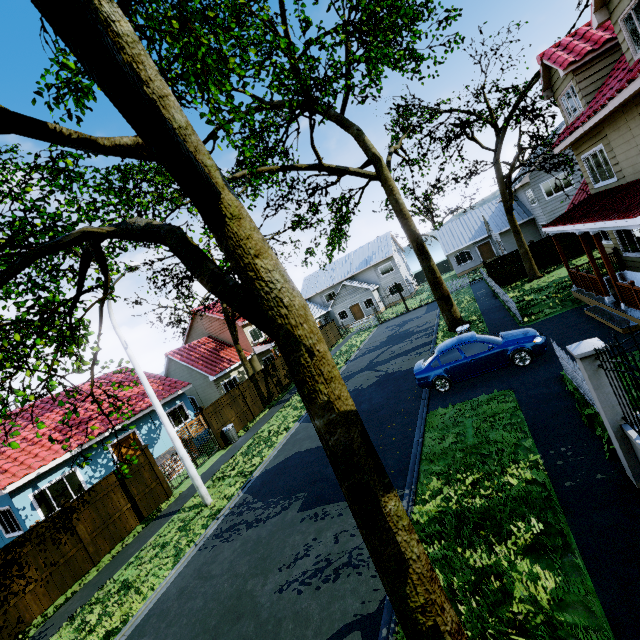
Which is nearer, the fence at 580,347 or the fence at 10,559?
the fence at 580,347

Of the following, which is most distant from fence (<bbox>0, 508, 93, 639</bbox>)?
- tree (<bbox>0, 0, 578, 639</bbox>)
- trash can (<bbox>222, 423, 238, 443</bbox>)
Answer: tree (<bbox>0, 0, 578, 639</bbox>)

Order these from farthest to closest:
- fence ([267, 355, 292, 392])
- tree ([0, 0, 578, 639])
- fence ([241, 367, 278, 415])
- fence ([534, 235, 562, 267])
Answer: fence ([267, 355, 292, 392])
fence ([534, 235, 562, 267])
fence ([241, 367, 278, 415])
tree ([0, 0, 578, 639])

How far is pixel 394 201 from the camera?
17.58m

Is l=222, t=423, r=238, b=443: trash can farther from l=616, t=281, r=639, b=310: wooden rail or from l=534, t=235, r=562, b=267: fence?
l=616, t=281, r=639, b=310: wooden rail

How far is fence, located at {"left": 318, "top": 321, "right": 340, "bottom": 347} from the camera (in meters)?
33.95

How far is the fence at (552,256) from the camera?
21.78m
